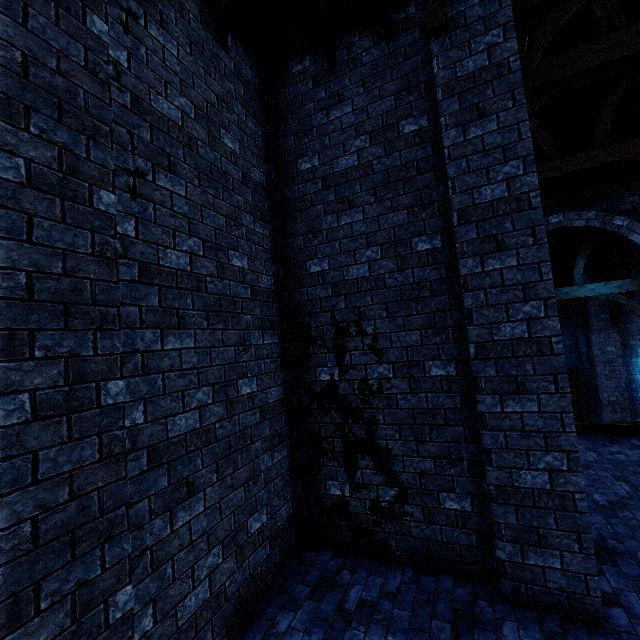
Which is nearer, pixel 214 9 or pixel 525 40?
pixel 214 9

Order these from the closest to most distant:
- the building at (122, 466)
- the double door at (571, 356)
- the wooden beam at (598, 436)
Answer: the building at (122, 466), the wooden beam at (598, 436), the double door at (571, 356)

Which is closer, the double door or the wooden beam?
Answer: the wooden beam

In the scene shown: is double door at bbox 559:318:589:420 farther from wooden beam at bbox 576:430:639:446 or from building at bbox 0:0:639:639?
wooden beam at bbox 576:430:639:446

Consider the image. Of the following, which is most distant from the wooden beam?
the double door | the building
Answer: the double door

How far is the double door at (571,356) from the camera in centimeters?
1655cm

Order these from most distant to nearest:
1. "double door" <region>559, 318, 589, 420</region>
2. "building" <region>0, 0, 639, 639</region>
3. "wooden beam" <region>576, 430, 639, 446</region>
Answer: "double door" <region>559, 318, 589, 420</region>, "wooden beam" <region>576, 430, 639, 446</region>, "building" <region>0, 0, 639, 639</region>

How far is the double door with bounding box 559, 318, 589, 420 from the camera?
16.5 meters
